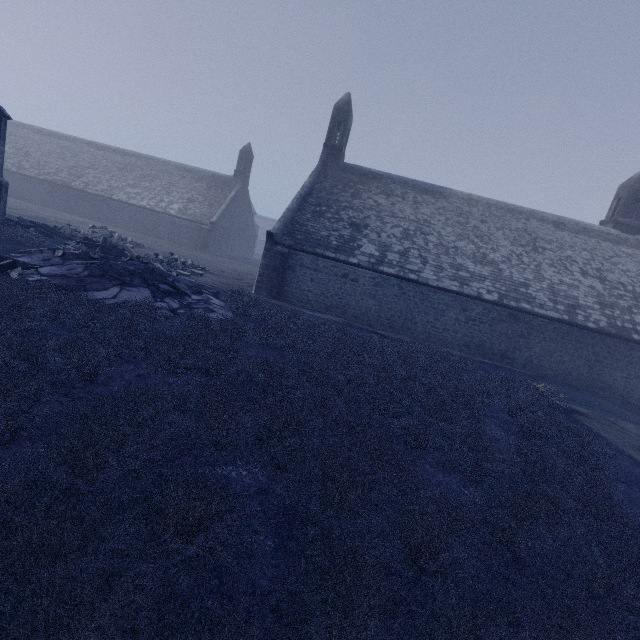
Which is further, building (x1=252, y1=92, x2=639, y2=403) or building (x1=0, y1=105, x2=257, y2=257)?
building (x1=0, y1=105, x2=257, y2=257)

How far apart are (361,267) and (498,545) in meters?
13.3 m

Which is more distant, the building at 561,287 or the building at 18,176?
the building at 18,176
